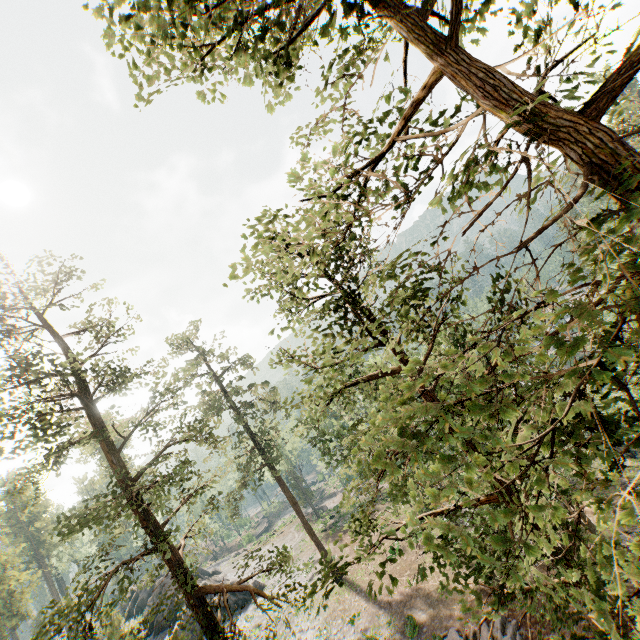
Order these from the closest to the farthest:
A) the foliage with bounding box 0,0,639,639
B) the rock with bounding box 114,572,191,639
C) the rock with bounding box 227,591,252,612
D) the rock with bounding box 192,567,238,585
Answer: the foliage with bounding box 0,0,639,639
the rock with bounding box 114,572,191,639
the rock with bounding box 227,591,252,612
the rock with bounding box 192,567,238,585

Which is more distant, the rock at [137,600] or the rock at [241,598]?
the rock at [241,598]

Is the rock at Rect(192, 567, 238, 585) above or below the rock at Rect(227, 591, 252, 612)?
above

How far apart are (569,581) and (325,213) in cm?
878

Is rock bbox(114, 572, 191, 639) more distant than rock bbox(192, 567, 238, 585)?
No

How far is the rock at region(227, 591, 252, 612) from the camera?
34.3 meters
